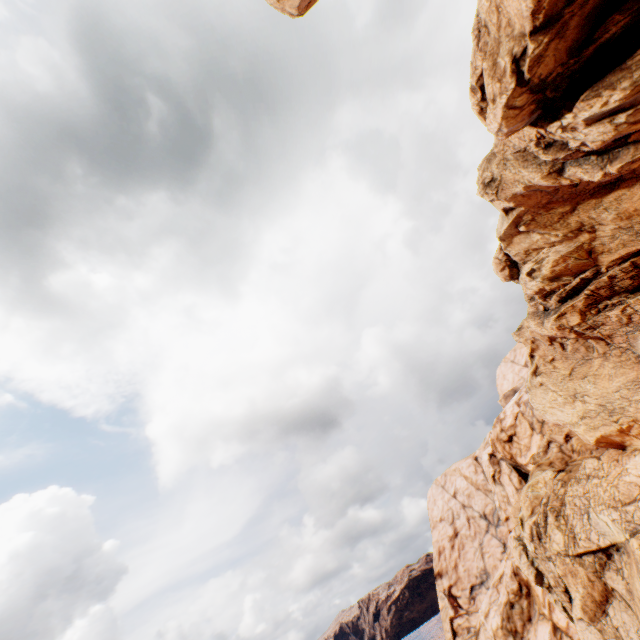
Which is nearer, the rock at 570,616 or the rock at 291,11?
the rock at 570,616

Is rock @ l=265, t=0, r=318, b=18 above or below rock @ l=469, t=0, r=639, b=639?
above

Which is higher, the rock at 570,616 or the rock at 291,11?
the rock at 291,11

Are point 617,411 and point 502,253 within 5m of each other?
no

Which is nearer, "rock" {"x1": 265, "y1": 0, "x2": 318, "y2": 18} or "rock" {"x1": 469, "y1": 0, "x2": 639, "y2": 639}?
"rock" {"x1": 469, "y1": 0, "x2": 639, "y2": 639}
